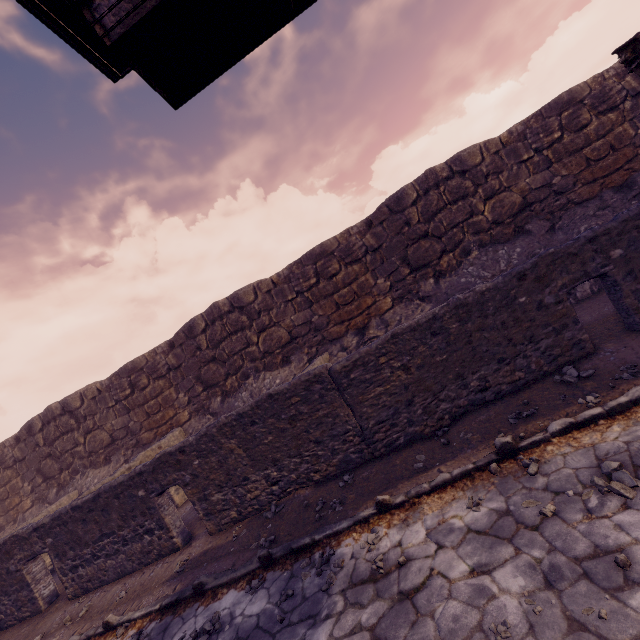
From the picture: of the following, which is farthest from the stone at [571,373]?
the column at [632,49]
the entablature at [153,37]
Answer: the entablature at [153,37]

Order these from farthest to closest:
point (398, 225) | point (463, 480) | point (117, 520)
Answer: point (398, 225) < point (117, 520) < point (463, 480)

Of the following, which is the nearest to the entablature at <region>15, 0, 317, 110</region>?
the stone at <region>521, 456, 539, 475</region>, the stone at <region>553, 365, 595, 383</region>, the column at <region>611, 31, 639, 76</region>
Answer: the column at <region>611, 31, 639, 76</region>

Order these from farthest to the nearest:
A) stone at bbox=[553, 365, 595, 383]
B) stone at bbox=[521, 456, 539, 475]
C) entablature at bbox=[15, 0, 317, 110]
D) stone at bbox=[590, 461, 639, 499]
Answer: stone at bbox=[553, 365, 595, 383] → stone at bbox=[521, 456, 539, 475] → stone at bbox=[590, 461, 639, 499] → entablature at bbox=[15, 0, 317, 110]

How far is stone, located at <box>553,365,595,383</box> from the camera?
4.6m

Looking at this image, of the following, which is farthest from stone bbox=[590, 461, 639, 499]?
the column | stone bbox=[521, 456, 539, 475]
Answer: the column

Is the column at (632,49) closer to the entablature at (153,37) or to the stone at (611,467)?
the entablature at (153,37)

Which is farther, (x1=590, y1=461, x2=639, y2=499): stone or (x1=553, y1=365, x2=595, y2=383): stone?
(x1=553, y1=365, x2=595, y2=383): stone
